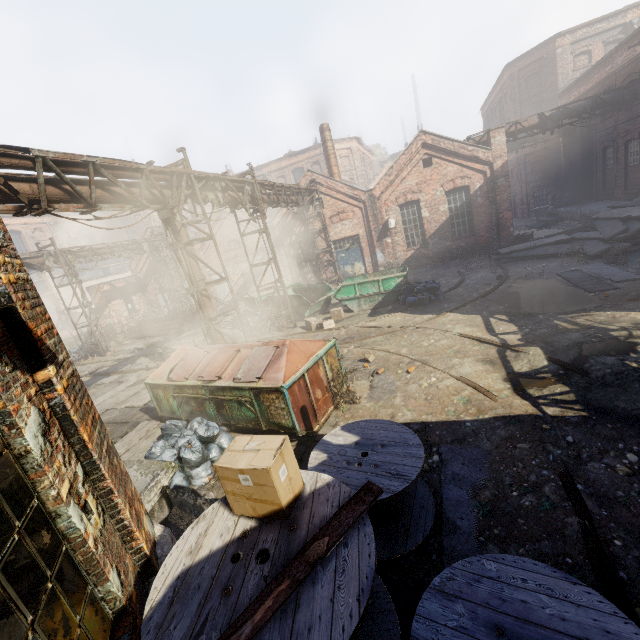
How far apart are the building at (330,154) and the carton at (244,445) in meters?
21.9 m

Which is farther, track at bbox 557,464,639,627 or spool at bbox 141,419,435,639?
track at bbox 557,464,639,627

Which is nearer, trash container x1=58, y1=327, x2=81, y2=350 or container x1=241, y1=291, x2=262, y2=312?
container x1=241, y1=291, x2=262, y2=312

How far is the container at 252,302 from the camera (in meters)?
17.38

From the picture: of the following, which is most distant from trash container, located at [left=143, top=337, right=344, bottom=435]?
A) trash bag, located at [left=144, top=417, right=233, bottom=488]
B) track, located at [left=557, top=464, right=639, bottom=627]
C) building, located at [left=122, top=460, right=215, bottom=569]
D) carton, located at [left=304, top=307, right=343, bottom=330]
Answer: carton, located at [left=304, top=307, right=343, bottom=330]

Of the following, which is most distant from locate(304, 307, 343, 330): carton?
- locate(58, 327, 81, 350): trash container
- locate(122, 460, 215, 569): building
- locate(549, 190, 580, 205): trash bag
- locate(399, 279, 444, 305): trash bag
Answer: locate(549, 190, 580, 205): trash bag

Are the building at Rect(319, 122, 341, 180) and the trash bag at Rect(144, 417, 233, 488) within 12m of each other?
no

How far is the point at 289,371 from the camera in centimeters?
624cm
